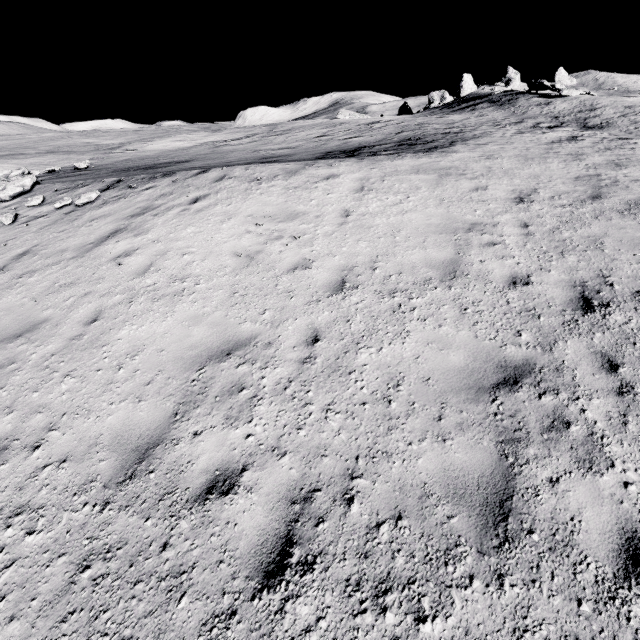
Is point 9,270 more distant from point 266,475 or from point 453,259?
point 453,259

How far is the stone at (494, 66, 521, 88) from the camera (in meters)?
47.97

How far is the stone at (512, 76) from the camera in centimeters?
4797cm
